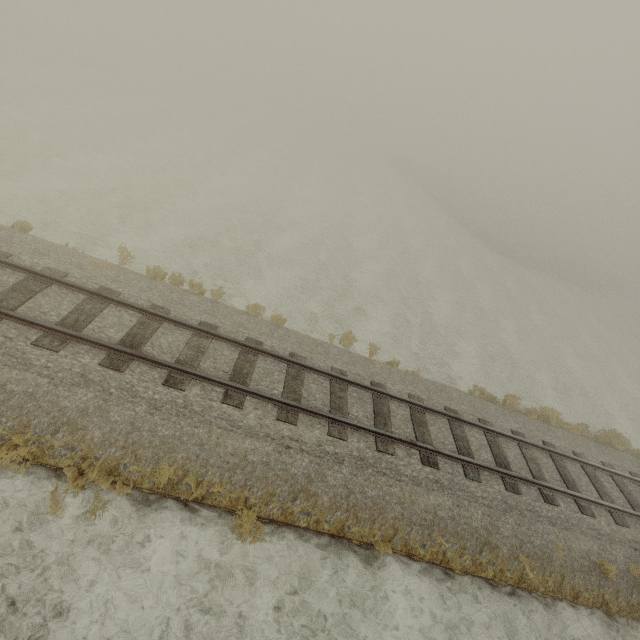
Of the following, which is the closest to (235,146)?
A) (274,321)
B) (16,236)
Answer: (16,236)
